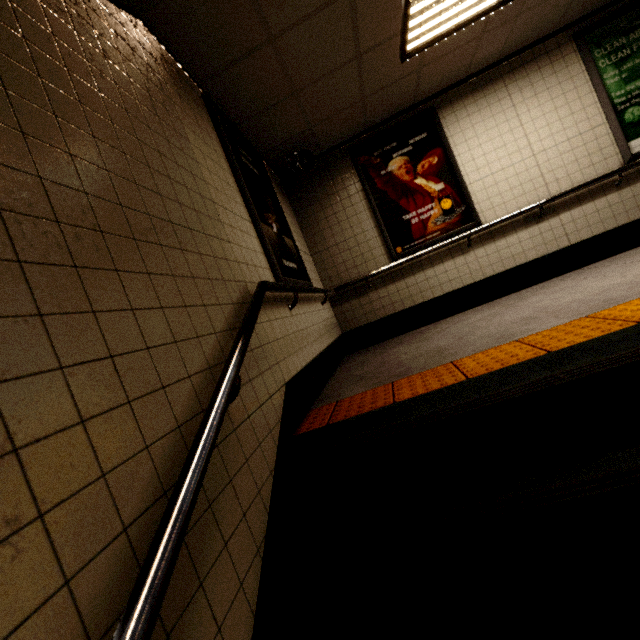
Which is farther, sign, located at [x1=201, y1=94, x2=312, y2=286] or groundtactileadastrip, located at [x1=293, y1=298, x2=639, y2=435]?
sign, located at [x1=201, y1=94, x2=312, y2=286]

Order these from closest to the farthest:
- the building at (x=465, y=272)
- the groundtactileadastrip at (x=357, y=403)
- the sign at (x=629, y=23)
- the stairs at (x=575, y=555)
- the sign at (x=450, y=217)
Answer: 1. the stairs at (x=575, y=555)
2. the groundtactileadastrip at (x=357, y=403)
3. the building at (x=465, y=272)
4. the sign at (x=629, y=23)
5. the sign at (x=450, y=217)

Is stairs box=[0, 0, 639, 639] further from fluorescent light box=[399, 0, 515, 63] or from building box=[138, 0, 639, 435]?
fluorescent light box=[399, 0, 515, 63]

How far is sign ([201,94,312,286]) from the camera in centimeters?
277cm

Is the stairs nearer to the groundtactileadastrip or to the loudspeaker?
the groundtactileadastrip

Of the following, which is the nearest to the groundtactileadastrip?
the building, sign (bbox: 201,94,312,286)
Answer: the building

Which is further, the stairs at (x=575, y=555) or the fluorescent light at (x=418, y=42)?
→ the fluorescent light at (x=418, y=42)

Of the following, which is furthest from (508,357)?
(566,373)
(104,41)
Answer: (104,41)
